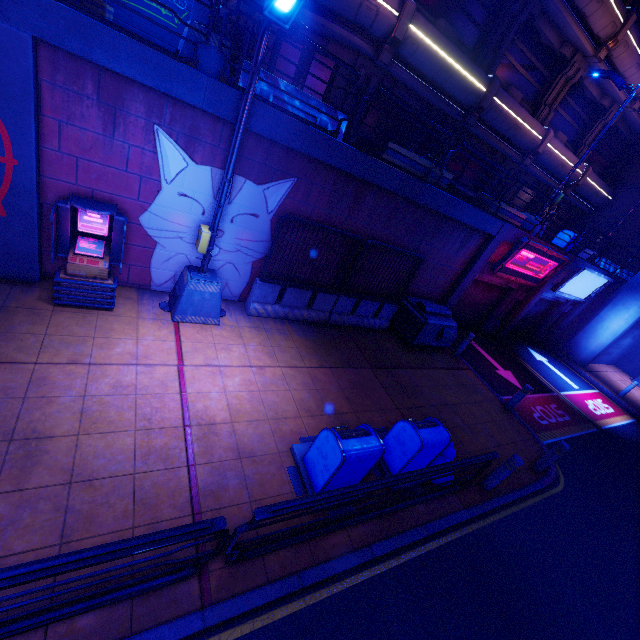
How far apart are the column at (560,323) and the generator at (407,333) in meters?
10.5 m

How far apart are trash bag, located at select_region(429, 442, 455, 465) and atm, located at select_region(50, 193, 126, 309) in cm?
677

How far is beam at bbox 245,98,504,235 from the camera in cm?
624

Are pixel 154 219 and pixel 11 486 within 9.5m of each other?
yes

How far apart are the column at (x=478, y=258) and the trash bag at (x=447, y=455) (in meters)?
6.38

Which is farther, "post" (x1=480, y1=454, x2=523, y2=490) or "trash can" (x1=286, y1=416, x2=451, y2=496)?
"post" (x1=480, y1=454, x2=523, y2=490)

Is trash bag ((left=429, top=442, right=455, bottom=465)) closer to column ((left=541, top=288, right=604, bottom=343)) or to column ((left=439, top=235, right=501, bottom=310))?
column ((left=439, top=235, right=501, bottom=310))

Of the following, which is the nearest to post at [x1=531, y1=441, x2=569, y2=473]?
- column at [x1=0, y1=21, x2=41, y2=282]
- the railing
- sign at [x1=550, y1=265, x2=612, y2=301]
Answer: the railing
